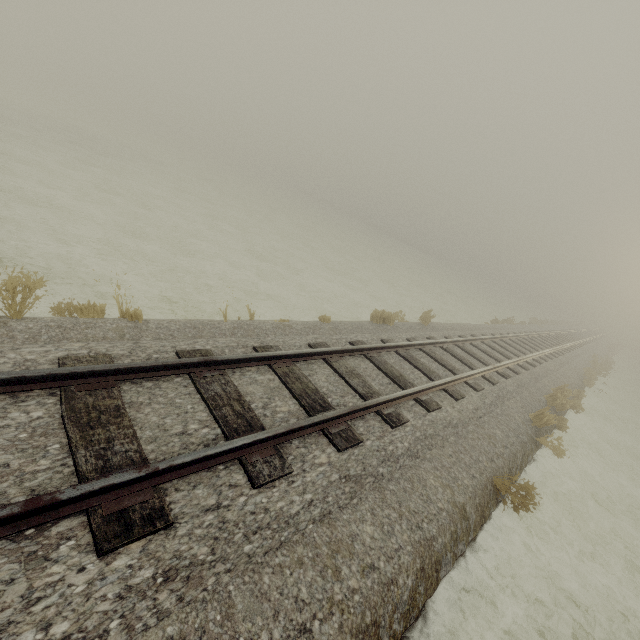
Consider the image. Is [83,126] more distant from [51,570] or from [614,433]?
[614,433]
